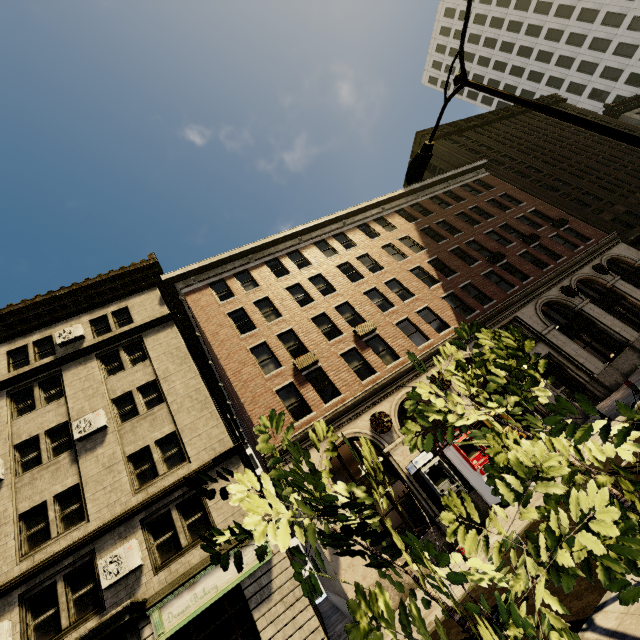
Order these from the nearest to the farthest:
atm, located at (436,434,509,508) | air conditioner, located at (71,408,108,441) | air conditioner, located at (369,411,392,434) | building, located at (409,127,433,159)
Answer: atm, located at (436,434,509,508), air conditioner, located at (71,408,108,441), air conditioner, located at (369,411,392,434), building, located at (409,127,433,159)

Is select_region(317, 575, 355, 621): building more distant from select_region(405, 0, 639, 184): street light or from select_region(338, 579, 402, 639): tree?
select_region(338, 579, 402, 639): tree

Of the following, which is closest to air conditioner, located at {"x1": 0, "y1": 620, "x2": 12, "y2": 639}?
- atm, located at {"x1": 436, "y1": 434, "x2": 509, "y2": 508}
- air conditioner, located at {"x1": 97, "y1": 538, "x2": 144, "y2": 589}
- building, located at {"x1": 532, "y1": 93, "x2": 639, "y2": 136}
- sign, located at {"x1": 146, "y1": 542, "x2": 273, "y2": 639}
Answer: building, located at {"x1": 532, "y1": 93, "x2": 639, "y2": 136}

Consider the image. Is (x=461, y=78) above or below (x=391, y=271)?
below

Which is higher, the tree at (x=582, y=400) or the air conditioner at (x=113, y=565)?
the air conditioner at (x=113, y=565)

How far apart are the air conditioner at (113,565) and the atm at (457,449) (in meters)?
12.38

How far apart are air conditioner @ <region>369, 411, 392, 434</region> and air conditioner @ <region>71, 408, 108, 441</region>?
11.9m

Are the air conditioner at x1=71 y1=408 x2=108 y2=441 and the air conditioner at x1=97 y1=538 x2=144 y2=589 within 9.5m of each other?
yes
